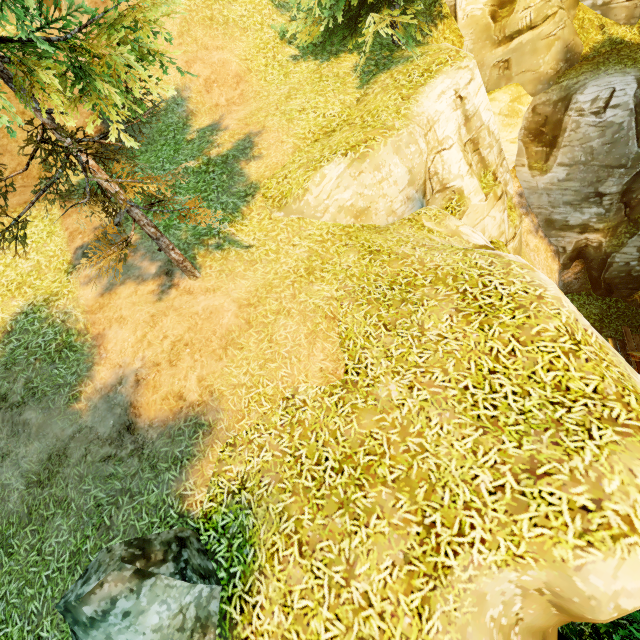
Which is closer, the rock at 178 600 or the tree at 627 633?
the rock at 178 600

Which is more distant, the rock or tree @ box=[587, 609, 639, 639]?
tree @ box=[587, 609, 639, 639]

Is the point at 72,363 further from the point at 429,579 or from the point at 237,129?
the point at 237,129

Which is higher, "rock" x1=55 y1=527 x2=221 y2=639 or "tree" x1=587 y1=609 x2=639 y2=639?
"rock" x1=55 y1=527 x2=221 y2=639

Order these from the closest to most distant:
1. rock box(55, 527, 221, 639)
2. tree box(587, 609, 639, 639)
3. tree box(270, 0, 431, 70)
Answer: rock box(55, 527, 221, 639), tree box(587, 609, 639, 639), tree box(270, 0, 431, 70)

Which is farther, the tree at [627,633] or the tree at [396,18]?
the tree at [396,18]

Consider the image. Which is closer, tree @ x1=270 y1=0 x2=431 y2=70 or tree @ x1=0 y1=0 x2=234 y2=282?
tree @ x1=0 y1=0 x2=234 y2=282
